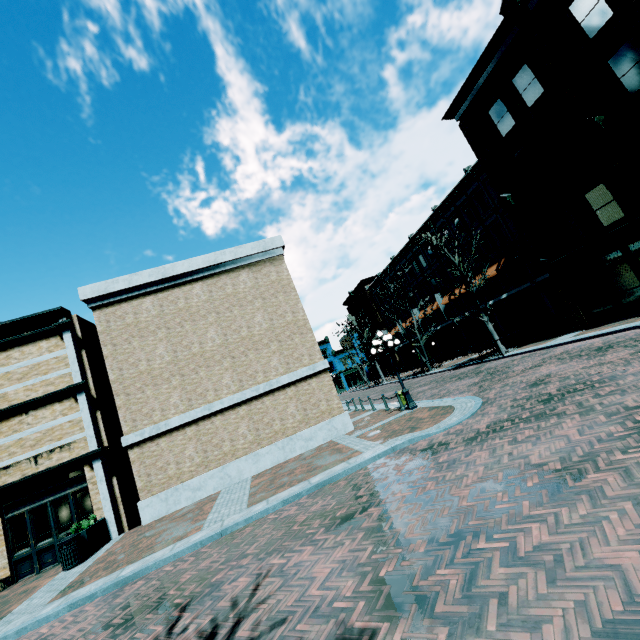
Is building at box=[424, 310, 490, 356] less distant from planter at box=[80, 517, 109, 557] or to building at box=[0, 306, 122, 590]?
building at box=[0, 306, 122, 590]

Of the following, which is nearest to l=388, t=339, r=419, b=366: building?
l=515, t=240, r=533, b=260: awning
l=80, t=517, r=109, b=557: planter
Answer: l=515, t=240, r=533, b=260: awning

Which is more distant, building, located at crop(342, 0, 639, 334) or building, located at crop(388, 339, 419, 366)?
building, located at crop(388, 339, 419, 366)

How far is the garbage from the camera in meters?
10.1 m

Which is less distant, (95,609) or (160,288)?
(95,609)

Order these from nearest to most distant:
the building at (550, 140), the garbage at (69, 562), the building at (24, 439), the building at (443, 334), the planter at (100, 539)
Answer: the garbage at (69, 562)
the planter at (100, 539)
the building at (24, 439)
the building at (550, 140)
the building at (443, 334)

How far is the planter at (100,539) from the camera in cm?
1084

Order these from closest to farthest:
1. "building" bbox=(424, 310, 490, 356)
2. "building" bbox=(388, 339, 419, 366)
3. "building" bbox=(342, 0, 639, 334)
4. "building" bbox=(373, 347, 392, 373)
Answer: "building" bbox=(342, 0, 639, 334), "building" bbox=(424, 310, 490, 356), "building" bbox=(388, 339, 419, 366), "building" bbox=(373, 347, 392, 373)
